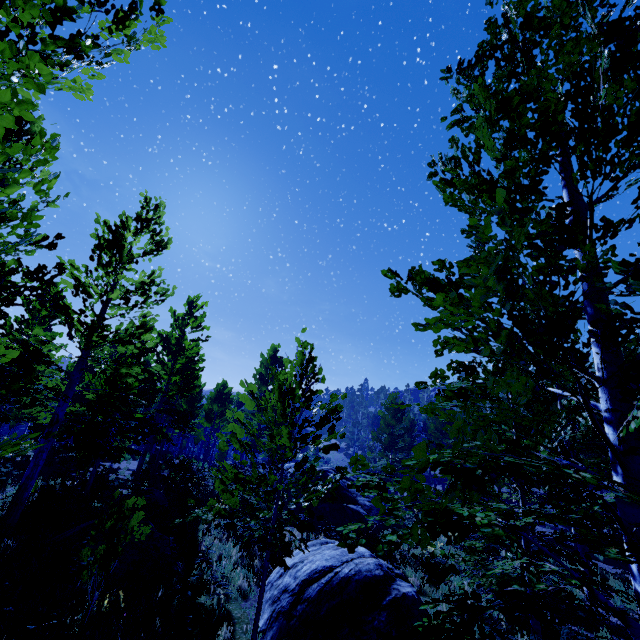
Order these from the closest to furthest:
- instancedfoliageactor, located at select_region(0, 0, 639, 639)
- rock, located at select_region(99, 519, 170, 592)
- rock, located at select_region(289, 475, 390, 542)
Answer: instancedfoliageactor, located at select_region(0, 0, 639, 639) → rock, located at select_region(99, 519, 170, 592) → rock, located at select_region(289, 475, 390, 542)

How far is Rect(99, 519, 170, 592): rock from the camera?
6.8 meters

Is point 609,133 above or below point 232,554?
above

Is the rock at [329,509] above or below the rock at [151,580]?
above

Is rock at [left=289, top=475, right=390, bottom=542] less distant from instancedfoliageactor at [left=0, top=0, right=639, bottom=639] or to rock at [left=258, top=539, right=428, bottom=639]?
instancedfoliageactor at [left=0, top=0, right=639, bottom=639]

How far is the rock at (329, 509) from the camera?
13.46m

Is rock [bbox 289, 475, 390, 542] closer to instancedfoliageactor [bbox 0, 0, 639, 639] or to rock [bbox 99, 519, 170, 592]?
instancedfoliageactor [bbox 0, 0, 639, 639]

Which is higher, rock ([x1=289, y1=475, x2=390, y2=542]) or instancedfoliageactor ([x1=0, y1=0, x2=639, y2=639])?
instancedfoliageactor ([x1=0, y1=0, x2=639, y2=639])
